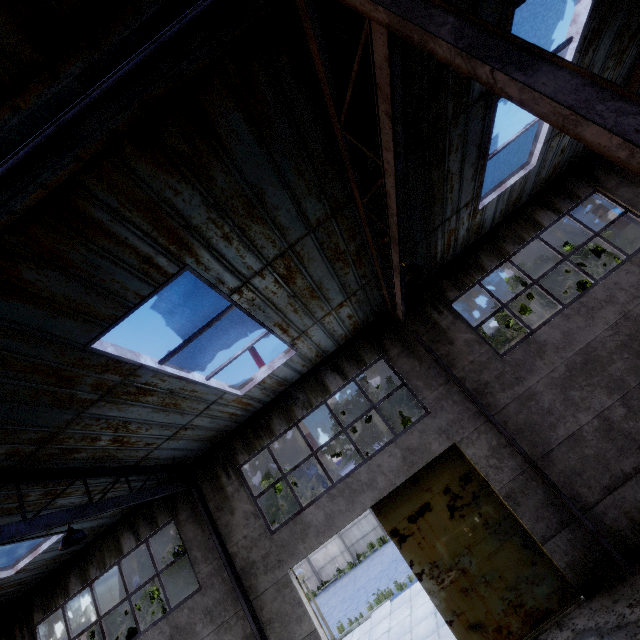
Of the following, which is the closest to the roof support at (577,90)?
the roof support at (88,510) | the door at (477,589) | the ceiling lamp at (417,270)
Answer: the ceiling lamp at (417,270)

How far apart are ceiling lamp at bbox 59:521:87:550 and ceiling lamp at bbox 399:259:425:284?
7.61m

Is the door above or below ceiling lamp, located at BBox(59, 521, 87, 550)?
below

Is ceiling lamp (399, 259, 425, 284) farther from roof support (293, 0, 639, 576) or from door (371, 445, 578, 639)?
door (371, 445, 578, 639)

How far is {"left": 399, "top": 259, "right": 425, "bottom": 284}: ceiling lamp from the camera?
5.7m

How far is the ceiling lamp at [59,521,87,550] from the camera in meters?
5.8

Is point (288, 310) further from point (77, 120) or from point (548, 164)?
point (548, 164)

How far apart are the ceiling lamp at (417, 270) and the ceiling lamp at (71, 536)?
7.61m
